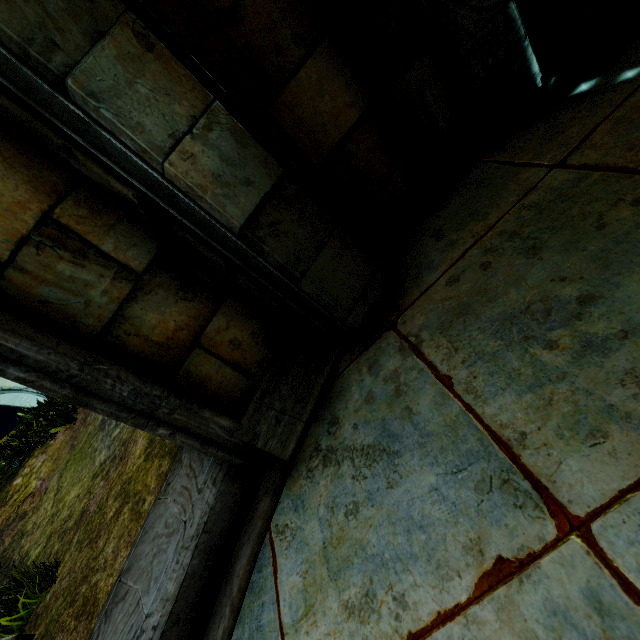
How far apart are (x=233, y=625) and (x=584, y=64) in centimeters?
340cm
